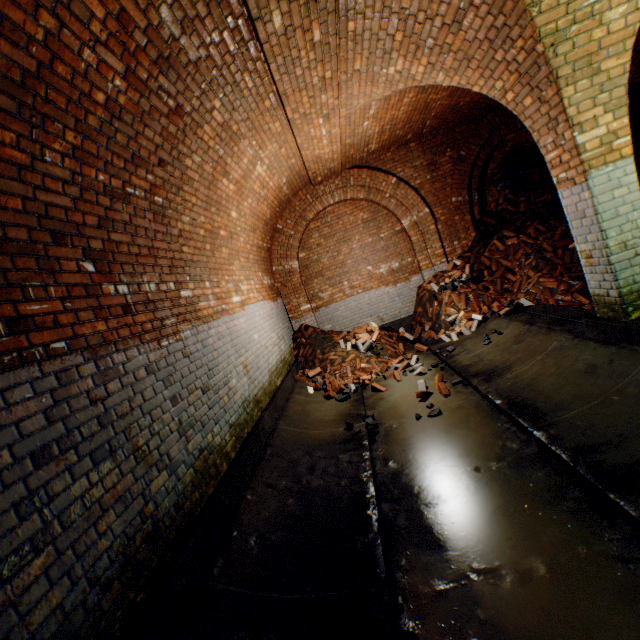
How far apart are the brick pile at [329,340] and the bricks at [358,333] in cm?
1

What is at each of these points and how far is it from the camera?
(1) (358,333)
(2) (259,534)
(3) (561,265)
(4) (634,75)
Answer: (1) bricks, 8.2m
(2) building tunnel, 2.8m
(3) brick pile, 6.2m
(4) building tunnel, 6.8m

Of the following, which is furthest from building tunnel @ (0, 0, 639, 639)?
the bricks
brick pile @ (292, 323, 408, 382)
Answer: the bricks

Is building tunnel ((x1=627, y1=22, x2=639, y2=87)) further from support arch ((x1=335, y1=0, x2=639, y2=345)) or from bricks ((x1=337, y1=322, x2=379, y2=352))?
bricks ((x1=337, y1=322, x2=379, y2=352))

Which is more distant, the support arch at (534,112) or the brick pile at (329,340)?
the brick pile at (329,340)

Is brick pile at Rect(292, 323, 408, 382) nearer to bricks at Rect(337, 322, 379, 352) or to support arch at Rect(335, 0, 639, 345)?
bricks at Rect(337, 322, 379, 352)

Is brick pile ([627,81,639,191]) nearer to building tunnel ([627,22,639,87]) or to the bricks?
building tunnel ([627,22,639,87])

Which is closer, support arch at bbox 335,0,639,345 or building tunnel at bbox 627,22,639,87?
support arch at bbox 335,0,639,345
